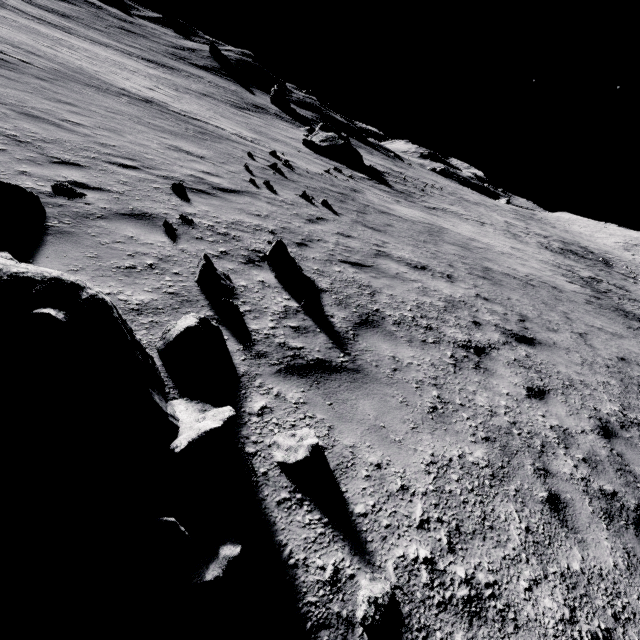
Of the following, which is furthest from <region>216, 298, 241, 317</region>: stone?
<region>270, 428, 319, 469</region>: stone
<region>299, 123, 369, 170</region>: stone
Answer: → <region>299, 123, 369, 170</region>: stone

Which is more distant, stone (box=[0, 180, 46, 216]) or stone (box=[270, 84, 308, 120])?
stone (box=[270, 84, 308, 120])

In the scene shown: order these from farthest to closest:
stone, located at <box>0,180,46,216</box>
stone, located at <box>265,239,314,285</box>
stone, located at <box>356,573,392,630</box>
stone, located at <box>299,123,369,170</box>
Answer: stone, located at <box>299,123,369,170</box>, stone, located at <box>265,239,314,285</box>, stone, located at <box>0,180,46,216</box>, stone, located at <box>356,573,392,630</box>

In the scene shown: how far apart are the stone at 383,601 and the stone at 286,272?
3.9 meters

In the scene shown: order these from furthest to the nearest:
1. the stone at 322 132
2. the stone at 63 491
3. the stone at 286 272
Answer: the stone at 322 132 < the stone at 286 272 < the stone at 63 491

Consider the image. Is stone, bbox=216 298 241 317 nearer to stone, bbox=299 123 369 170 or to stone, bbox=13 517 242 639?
stone, bbox=13 517 242 639

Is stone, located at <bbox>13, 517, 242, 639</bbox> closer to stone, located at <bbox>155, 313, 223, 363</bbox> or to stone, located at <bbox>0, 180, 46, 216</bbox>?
stone, located at <bbox>155, 313, 223, 363</bbox>

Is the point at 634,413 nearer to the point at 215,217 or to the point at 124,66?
the point at 215,217
